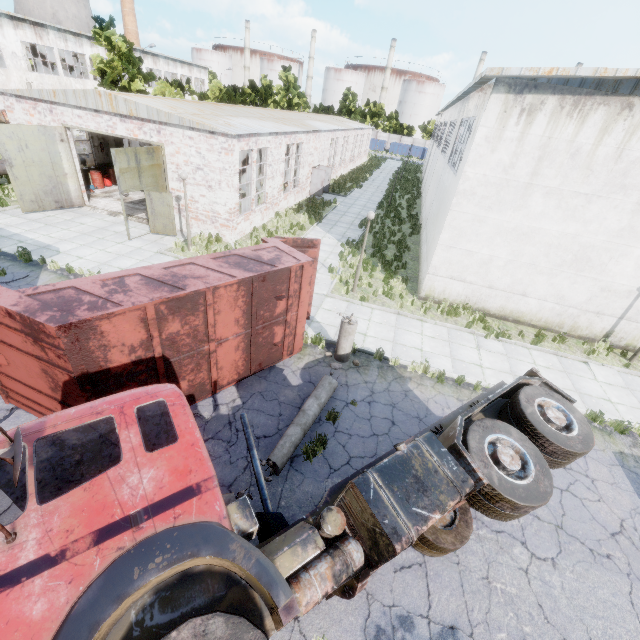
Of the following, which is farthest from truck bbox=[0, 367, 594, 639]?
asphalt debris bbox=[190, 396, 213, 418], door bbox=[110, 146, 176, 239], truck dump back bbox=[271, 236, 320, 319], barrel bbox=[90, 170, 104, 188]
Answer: barrel bbox=[90, 170, 104, 188]

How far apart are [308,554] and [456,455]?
2.4m

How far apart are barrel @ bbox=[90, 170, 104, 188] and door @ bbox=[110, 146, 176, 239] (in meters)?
8.21

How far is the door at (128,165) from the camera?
13.60m

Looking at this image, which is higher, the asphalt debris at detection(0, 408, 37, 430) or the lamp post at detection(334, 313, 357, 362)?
the lamp post at detection(334, 313, 357, 362)

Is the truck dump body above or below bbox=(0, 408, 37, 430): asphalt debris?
above

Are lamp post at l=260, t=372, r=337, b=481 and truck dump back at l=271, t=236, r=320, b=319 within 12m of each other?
yes

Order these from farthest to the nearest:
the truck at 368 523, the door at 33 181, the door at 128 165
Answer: the door at 33 181, the door at 128 165, the truck at 368 523
